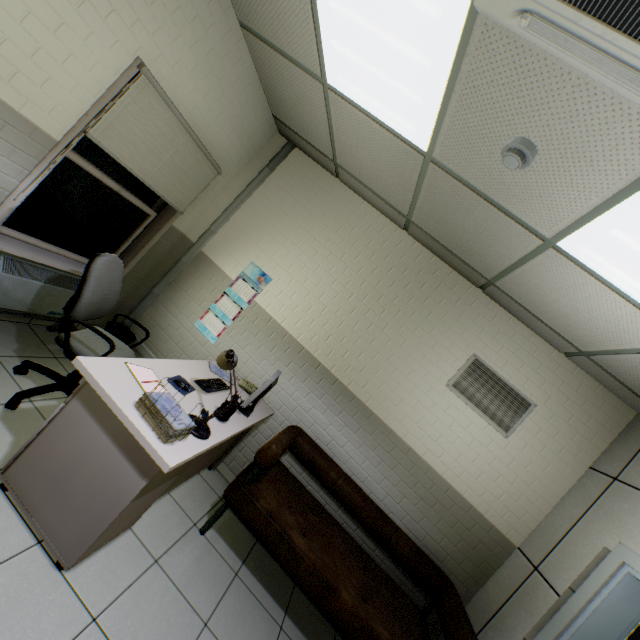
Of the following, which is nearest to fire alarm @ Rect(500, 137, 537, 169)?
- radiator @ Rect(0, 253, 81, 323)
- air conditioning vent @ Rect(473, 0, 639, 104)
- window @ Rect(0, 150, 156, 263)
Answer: air conditioning vent @ Rect(473, 0, 639, 104)

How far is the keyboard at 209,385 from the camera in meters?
2.6 m

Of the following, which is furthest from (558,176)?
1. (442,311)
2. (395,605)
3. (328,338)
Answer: (395,605)

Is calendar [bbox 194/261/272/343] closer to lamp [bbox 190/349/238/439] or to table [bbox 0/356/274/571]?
table [bbox 0/356/274/571]

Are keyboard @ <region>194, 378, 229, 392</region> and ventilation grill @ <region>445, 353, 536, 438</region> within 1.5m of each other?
no

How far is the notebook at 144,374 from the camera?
1.99m

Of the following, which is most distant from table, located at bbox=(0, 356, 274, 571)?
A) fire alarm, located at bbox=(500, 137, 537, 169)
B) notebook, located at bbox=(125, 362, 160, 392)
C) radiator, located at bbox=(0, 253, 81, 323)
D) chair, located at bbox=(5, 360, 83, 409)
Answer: fire alarm, located at bbox=(500, 137, 537, 169)

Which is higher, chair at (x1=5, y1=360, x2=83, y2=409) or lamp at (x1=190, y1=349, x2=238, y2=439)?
lamp at (x1=190, y1=349, x2=238, y2=439)
